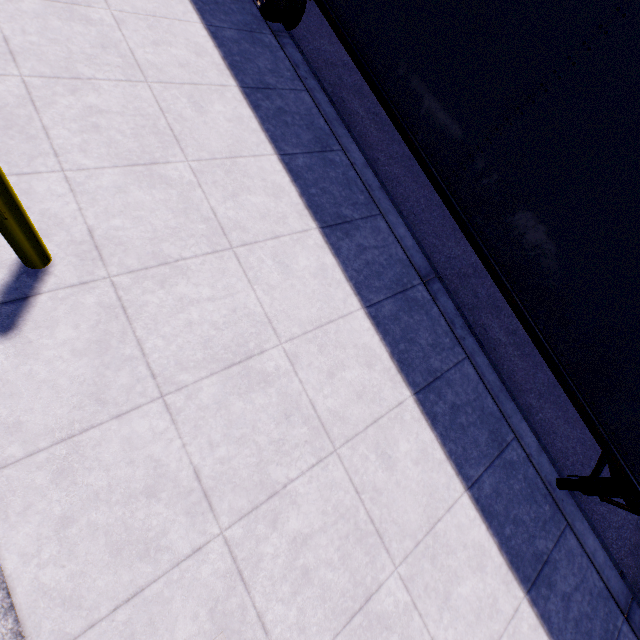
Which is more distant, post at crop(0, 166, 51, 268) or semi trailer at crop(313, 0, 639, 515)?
semi trailer at crop(313, 0, 639, 515)

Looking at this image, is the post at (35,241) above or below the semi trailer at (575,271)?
below

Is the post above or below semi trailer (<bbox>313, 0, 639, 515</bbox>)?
below

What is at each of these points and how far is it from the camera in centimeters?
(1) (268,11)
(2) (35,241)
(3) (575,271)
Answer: (1) semi trailer, 543cm
(2) post, 256cm
(3) semi trailer, 327cm

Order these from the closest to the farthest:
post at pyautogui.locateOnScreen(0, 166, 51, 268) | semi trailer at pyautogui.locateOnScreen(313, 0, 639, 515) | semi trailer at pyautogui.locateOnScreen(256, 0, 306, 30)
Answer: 1. post at pyautogui.locateOnScreen(0, 166, 51, 268)
2. semi trailer at pyautogui.locateOnScreen(313, 0, 639, 515)
3. semi trailer at pyautogui.locateOnScreen(256, 0, 306, 30)

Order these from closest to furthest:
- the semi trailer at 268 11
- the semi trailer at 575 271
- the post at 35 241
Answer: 1. the post at 35 241
2. the semi trailer at 575 271
3. the semi trailer at 268 11

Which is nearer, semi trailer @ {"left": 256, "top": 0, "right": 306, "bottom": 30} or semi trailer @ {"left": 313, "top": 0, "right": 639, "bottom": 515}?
semi trailer @ {"left": 313, "top": 0, "right": 639, "bottom": 515}
